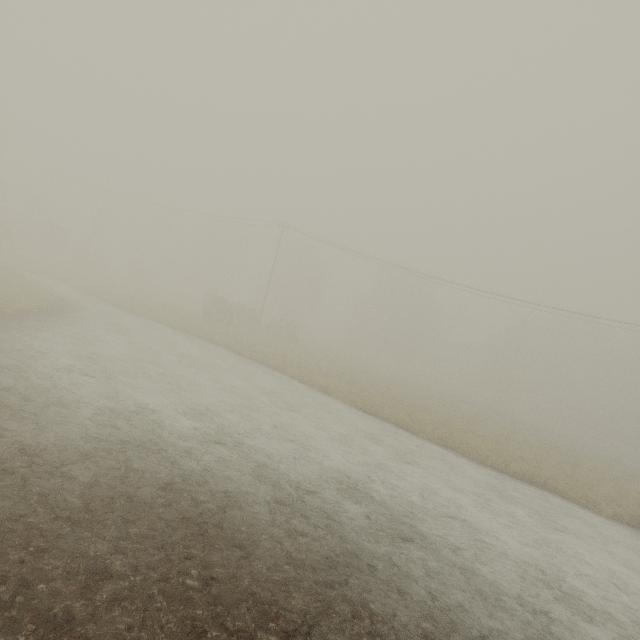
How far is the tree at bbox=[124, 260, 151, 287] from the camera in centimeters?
4525cm

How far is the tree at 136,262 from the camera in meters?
45.2 m

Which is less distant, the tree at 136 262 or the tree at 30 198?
the tree at 30 198

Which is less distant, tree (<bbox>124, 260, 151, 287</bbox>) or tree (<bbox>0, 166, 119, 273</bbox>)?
tree (<bbox>0, 166, 119, 273</bbox>)

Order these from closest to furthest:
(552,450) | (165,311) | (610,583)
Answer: (610,583)
(552,450)
(165,311)
